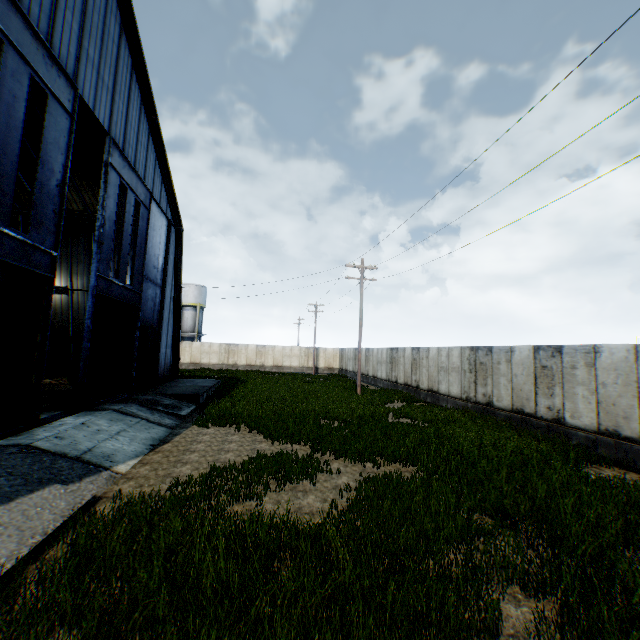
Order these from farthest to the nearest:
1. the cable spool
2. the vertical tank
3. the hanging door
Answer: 1. the vertical tank
2. the cable spool
3. the hanging door

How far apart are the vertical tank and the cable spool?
32.74m

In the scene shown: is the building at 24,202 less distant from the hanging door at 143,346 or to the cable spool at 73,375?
the hanging door at 143,346

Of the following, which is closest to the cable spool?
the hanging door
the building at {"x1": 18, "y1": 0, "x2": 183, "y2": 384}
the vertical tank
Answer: the hanging door

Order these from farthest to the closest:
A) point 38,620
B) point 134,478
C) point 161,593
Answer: point 134,478 < point 161,593 < point 38,620

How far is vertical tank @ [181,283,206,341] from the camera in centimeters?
4897cm

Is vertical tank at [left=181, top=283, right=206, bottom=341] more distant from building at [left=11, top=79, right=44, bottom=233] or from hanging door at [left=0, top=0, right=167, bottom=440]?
hanging door at [left=0, top=0, right=167, bottom=440]

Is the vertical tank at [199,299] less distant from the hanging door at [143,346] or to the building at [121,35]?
the building at [121,35]
